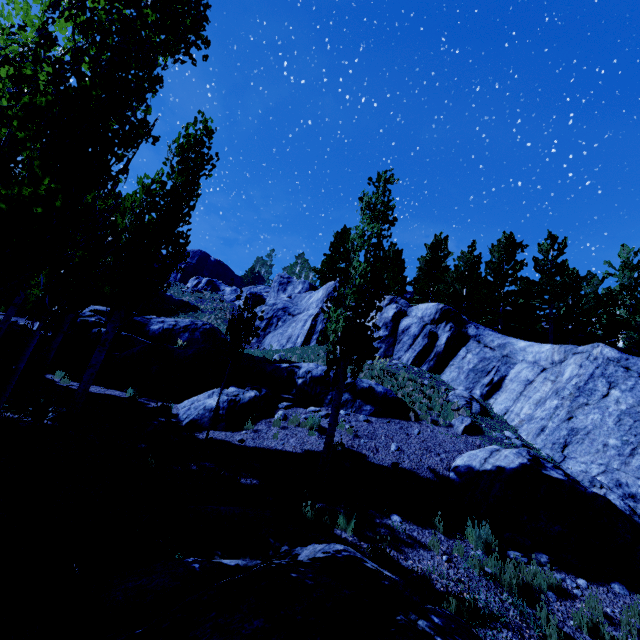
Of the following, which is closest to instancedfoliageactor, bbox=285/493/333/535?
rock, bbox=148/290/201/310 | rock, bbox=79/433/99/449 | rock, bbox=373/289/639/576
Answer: rock, bbox=373/289/639/576

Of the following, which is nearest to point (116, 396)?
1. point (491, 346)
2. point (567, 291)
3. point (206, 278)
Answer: point (491, 346)

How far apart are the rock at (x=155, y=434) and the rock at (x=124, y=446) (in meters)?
0.11

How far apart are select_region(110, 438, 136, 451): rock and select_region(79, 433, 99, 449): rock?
0.3m

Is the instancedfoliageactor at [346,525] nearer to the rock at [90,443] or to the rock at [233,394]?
the rock at [233,394]

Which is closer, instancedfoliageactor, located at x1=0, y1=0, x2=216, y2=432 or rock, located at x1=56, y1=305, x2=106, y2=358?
instancedfoliageactor, located at x1=0, y1=0, x2=216, y2=432

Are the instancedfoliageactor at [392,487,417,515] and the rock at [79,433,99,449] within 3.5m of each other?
no

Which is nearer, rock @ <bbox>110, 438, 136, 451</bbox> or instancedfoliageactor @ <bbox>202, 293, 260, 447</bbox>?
rock @ <bbox>110, 438, 136, 451</bbox>
